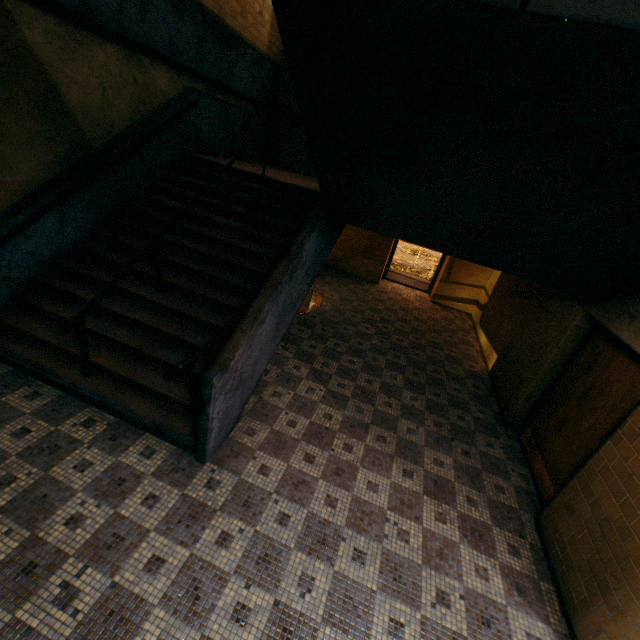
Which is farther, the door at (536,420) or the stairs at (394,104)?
the door at (536,420)

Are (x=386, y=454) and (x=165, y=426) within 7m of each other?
yes

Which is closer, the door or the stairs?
the stairs
